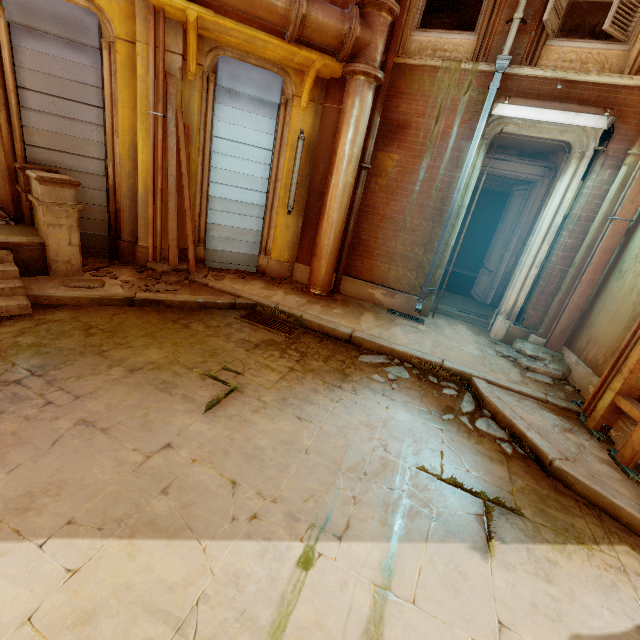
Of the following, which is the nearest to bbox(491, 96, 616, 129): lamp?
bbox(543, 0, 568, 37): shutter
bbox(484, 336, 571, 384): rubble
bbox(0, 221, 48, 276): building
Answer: bbox(543, 0, 568, 37): shutter

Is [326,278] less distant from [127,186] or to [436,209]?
[436,209]

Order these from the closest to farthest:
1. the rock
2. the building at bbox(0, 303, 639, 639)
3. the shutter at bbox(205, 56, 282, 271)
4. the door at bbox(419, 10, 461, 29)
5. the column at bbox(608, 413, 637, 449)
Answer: the building at bbox(0, 303, 639, 639) < the column at bbox(608, 413, 637, 449) < the shutter at bbox(205, 56, 282, 271) < the door at bbox(419, 10, 461, 29) < the rock

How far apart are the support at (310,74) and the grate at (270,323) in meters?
4.0 m

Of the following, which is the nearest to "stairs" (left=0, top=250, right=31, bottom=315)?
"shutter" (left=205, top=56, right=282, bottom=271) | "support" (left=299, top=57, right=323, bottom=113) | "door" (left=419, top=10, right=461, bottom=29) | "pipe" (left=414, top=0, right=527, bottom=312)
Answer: "shutter" (left=205, top=56, right=282, bottom=271)

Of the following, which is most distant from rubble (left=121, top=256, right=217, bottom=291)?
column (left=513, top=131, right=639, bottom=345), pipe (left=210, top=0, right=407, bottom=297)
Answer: column (left=513, top=131, right=639, bottom=345)

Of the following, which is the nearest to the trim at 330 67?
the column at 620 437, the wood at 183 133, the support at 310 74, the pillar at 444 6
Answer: the support at 310 74

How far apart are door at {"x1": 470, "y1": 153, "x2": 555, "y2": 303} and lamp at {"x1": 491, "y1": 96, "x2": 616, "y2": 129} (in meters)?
2.54
